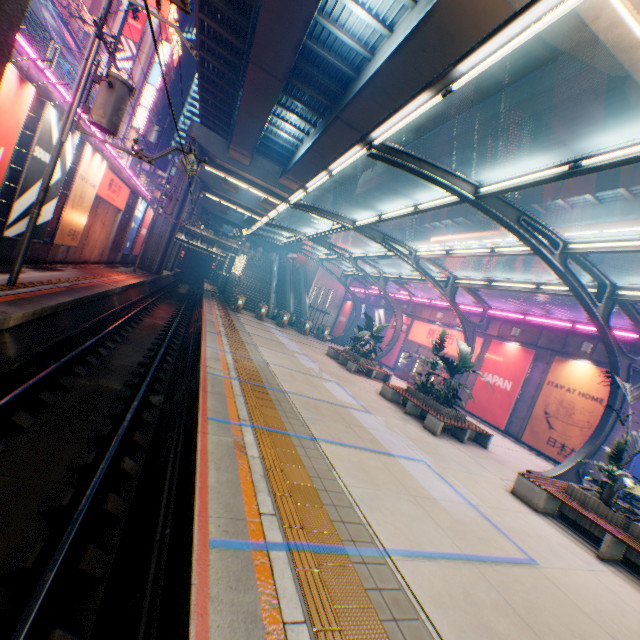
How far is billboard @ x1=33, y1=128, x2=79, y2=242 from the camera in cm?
1160

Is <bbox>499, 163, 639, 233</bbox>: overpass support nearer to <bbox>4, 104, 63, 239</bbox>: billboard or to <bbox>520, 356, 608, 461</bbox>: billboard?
<bbox>4, 104, 63, 239</bbox>: billboard

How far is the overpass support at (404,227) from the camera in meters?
26.4

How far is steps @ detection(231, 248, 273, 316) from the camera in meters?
32.2

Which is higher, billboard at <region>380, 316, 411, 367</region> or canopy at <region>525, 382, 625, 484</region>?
billboard at <region>380, 316, 411, 367</region>

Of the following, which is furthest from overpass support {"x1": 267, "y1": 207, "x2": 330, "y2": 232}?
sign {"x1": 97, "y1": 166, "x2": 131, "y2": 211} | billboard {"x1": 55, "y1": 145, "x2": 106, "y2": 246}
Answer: sign {"x1": 97, "y1": 166, "x2": 131, "y2": 211}

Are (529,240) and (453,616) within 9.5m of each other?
yes

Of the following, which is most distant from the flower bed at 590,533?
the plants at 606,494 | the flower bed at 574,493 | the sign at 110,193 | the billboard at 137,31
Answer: the billboard at 137,31
